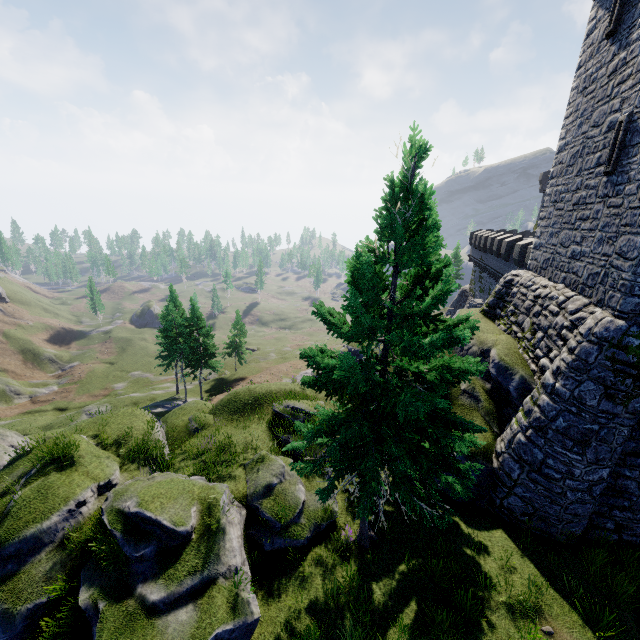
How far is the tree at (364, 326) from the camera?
7.3m

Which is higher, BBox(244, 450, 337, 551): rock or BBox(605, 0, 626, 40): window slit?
BBox(605, 0, 626, 40): window slit

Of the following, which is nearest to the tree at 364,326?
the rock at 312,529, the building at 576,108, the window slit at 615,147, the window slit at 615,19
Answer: the rock at 312,529

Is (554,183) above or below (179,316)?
above

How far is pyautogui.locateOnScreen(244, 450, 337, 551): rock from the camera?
11.14m

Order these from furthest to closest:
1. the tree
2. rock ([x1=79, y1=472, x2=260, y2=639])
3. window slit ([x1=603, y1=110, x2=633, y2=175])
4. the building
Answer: window slit ([x1=603, y1=110, x2=633, y2=175]), the building, rock ([x1=79, y1=472, x2=260, y2=639]), the tree

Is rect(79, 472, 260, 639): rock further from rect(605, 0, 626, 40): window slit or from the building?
rect(605, 0, 626, 40): window slit

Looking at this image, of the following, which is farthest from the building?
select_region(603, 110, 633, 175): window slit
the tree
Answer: the tree
